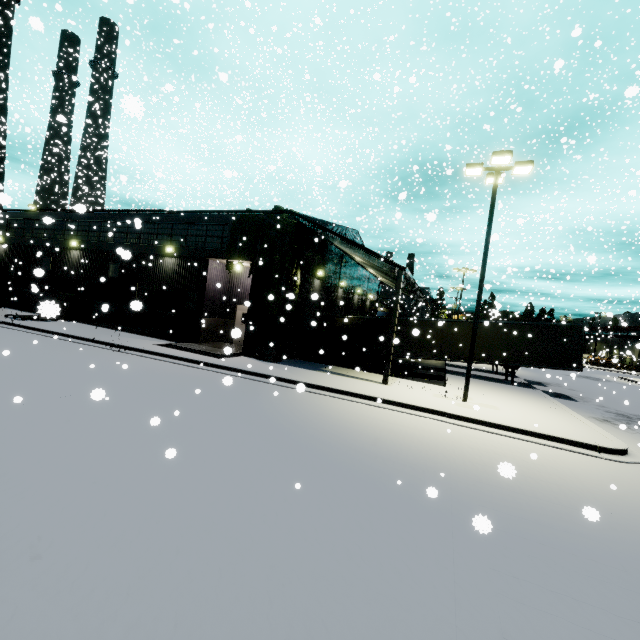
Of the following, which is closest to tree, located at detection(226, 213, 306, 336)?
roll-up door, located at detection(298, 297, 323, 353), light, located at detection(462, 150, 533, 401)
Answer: roll-up door, located at detection(298, 297, 323, 353)

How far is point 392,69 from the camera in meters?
32.6

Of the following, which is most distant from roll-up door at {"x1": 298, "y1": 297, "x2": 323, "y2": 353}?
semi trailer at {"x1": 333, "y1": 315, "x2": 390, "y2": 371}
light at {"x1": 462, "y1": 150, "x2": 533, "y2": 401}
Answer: light at {"x1": 462, "y1": 150, "x2": 533, "y2": 401}

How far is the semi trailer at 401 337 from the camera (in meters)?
20.91

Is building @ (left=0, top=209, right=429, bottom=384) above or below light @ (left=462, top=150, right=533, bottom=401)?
below

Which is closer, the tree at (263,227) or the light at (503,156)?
the light at (503,156)

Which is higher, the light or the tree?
the light

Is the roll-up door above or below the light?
below
